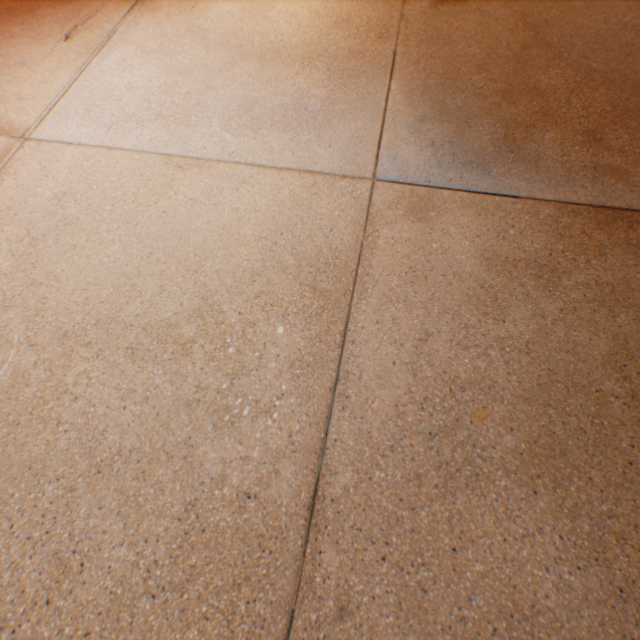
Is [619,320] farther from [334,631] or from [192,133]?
[192,133]
